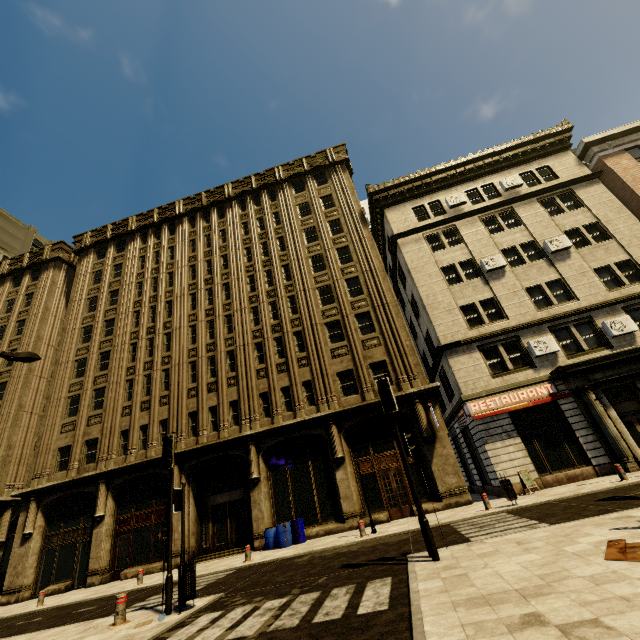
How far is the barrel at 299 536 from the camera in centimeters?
1544cm

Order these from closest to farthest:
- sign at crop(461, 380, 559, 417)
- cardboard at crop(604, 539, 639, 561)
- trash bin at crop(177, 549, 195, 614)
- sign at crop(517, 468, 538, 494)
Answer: cardboard at crop(604, 539, 639, 561) → trash bin at crop(177, 549, 195, 614) → sign at crop(517, 468, 538, 494) → sign at crop(461, 380, 559, 417)

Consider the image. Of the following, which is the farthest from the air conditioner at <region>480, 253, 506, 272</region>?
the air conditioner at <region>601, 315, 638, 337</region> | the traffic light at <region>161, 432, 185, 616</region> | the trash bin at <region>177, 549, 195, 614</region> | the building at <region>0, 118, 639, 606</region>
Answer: the trash bin at <region>177, 549, 195, 614</region>

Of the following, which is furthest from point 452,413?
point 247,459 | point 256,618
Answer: point 256,618

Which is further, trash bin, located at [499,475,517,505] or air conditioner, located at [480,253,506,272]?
air conditioner, located at [480,253,506,272]

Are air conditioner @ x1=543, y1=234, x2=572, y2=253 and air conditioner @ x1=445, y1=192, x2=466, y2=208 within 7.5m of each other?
yes

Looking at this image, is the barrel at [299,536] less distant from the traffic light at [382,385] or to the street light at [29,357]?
the traffic light at [382,385]

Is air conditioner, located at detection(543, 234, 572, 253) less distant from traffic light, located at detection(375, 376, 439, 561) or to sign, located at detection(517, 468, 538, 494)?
sign, located at detection(517, 468, 538, 494)
